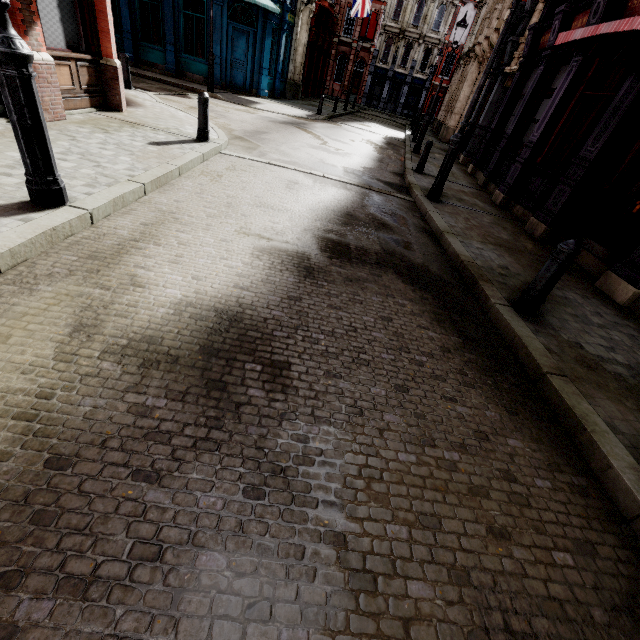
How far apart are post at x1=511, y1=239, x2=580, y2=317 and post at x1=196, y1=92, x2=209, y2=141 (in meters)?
7.34

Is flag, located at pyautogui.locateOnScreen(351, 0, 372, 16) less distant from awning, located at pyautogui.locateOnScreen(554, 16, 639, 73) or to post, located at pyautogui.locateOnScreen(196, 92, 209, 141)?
post, located at pyautogui.locateOnScreen(196, 92, 209, 141)

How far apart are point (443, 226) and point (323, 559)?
6.18m

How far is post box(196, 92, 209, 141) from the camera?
7.06m

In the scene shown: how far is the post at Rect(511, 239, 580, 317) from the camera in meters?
3.6

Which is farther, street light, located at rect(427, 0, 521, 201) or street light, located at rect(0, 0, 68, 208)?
street light, located at rect(427, 0, 521, 201)

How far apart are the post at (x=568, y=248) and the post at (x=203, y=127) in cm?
734

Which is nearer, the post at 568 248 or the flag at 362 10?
the post at 568 248
